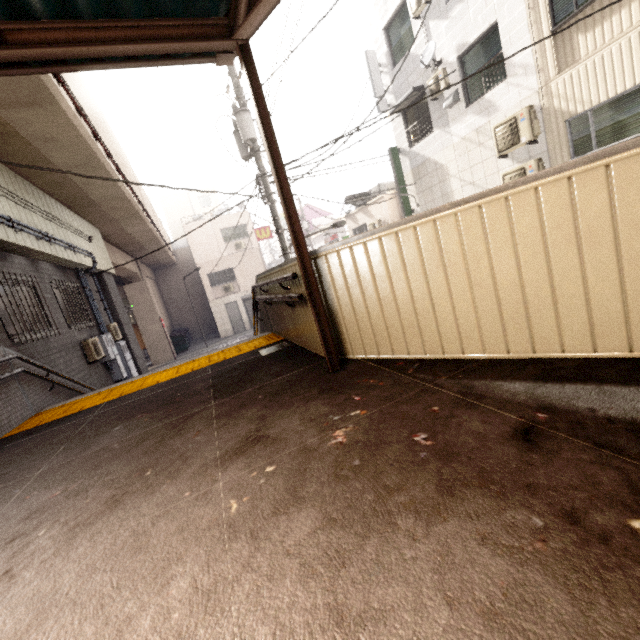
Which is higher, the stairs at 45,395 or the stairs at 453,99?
the stairs at 453,99

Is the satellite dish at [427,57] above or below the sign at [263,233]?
above

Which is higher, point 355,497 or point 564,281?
point 564,281

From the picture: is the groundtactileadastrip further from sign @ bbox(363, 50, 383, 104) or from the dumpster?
the dumpster

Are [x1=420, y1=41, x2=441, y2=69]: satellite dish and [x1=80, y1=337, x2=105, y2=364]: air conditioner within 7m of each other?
no

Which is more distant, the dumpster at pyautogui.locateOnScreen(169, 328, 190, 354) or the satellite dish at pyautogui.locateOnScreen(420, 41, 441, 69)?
the dumpster at pyautogui.locateOnScreen(169, 328, 190, 354)

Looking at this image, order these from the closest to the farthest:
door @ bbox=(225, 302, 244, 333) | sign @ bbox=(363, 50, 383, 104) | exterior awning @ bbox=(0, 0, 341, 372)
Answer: exterior awning @ bbox=(0, 0, 341, 372)
sign @ bbox=(363, 50, 383, 104)
door @ bbox=(225, 302, 244, 333)

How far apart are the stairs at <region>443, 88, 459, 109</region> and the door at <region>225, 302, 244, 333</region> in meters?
19.1 m
